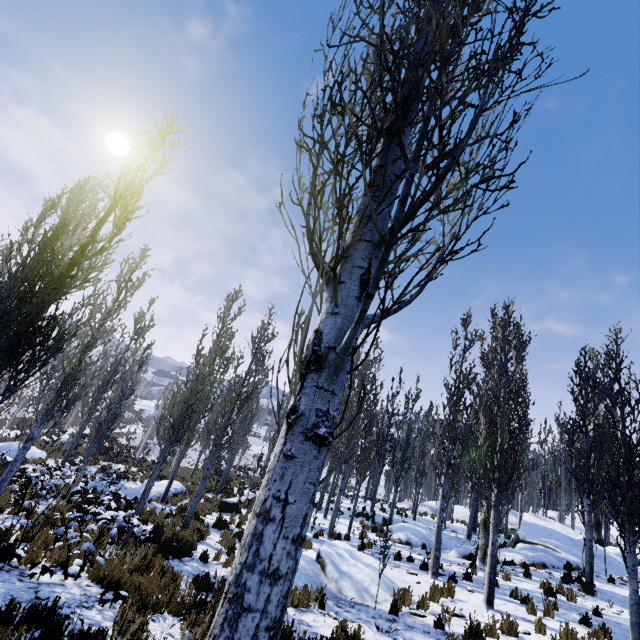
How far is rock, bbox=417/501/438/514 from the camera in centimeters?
2753cm

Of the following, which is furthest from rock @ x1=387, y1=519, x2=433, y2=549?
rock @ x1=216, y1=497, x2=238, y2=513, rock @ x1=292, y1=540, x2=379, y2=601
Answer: rock @ x1=216, y1=497, x2=238, y2=513

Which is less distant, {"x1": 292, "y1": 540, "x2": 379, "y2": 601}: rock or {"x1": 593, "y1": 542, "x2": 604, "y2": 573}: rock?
{"x1": 292, "y1": 540, "x2": 379, "y2": 601}: rock

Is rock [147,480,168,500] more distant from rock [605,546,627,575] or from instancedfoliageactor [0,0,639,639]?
rock [605,546,627,575]

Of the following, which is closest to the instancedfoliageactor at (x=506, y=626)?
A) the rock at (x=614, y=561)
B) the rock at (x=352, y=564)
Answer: the rock at (x=614, y=561)

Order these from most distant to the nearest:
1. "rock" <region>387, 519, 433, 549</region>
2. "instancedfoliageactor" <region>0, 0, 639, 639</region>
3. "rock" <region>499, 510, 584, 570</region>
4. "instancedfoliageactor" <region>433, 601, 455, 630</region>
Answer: "rock" <region>387, 519, 433, 549</region>
"rock" <region>499, 510, 584, 570</region>
"instancedfoliageactor" <region>433, 601, 455, 630</region>
"instancedfoliageactor" <region>0, 0, 639, 639</region>

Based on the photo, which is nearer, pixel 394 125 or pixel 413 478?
pixel 394 125

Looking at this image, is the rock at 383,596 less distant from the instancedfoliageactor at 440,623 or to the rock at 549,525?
the instancedfoliageactor at 440,623
